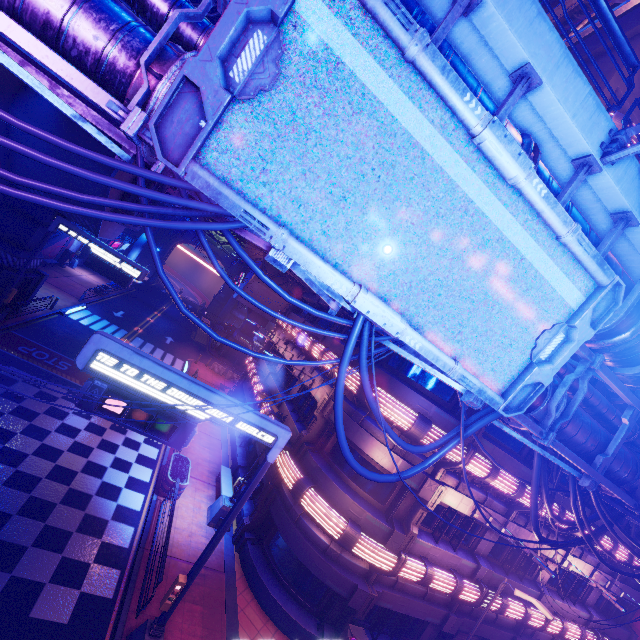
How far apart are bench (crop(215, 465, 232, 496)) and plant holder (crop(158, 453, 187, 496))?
1.8m

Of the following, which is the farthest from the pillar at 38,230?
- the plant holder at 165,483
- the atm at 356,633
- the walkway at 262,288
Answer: the atm at 356,633

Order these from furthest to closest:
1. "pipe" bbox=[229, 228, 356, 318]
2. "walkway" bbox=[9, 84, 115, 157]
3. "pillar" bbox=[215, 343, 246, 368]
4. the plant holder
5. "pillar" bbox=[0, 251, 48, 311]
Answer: "pillar" bbox=[215, 343, 246, 368], "pillar" bbox=[0, 251, 48, 311], "walkway" bbox=[9, 84, 115, 157], the plant holder, "pipe" bbox=[229, 228, 356, 318]

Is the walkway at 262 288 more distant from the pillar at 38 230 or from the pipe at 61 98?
the pipe at 61 98

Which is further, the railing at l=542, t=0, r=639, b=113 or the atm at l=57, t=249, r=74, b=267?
the atm at l=57, t=249, r=74, b=267

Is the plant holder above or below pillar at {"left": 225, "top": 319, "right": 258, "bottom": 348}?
below

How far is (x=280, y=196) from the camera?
4.2 meters

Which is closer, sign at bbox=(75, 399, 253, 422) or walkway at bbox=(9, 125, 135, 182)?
Answer: sign at bbox=(75, 399, 253, 422)
